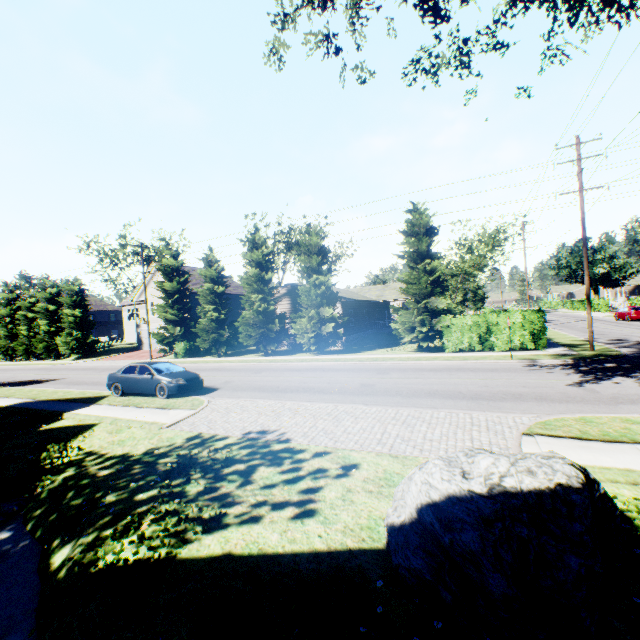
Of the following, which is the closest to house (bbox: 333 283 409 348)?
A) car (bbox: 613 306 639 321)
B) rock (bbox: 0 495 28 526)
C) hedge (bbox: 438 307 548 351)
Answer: hedge (bbox: 438 307 548 351)

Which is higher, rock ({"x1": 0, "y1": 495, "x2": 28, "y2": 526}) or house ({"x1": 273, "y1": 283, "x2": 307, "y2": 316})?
house ({"x1": 273, "y1": 283, "x2": 307, "y2": 316})

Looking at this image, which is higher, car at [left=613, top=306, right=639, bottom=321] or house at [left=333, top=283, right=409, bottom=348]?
house at [left=333, top=283, right=409, bottom=348]

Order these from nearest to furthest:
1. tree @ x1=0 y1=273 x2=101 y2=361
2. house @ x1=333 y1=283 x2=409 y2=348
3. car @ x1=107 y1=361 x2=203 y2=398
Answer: car @ x1=107 y1=361 x2=203 y2=398
house @ x1=333 y1=283 x2=409 y2=348
tree @ x1=0 y1=273 x2=101 y2=361

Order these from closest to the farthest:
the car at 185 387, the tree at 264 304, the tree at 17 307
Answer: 1. the car at 185 387
2. the tree at 264 304
3. the tree at 17 307

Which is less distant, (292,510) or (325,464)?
(292,510)

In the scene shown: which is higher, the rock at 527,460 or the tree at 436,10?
the tree at 436,10

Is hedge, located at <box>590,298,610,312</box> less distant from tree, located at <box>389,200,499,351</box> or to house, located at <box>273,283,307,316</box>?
house, located at <box>273,283,307,316</box>
